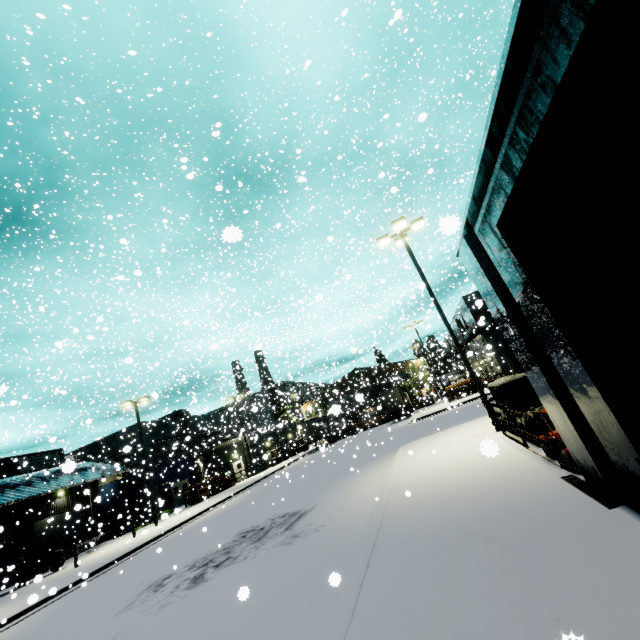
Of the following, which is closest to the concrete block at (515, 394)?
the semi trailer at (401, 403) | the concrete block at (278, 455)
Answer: the semi trailer at (401, 403)

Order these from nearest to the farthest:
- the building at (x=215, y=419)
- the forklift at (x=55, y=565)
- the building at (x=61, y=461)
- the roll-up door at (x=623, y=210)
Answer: the roll-up door at (x=623, y=210) < the forklift at (x=55, y=565) < the building at (x=61, y=461) < the building at (x=215, y=419)

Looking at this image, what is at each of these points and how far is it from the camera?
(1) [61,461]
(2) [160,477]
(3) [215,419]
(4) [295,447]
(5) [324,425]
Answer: (1) building, 37.0 meters
(2) building, 36.0 meters
(3) building, 49.3 meters
(4) concrete block, 49.5 meters
(5) semi trailer, 46.0 meters

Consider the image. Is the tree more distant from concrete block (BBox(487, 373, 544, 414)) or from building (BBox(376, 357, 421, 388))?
concrete block (BBox(487, 373, 544, 414))

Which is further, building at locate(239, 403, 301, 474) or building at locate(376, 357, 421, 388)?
building at locate(376, 357, 421, 388)

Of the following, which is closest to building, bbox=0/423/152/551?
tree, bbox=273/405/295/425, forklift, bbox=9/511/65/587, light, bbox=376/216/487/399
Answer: tree, bbox=273/405/295/425

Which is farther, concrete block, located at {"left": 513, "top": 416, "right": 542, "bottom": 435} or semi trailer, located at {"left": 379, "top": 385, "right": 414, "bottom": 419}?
semi trailer, located at {"left": 379, "top": 385, "right": 414, "bottom": 419}

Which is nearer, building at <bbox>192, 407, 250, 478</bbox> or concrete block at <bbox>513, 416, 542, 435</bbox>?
concrete block at <bbox>513, 416, 542, 435</bbox>
